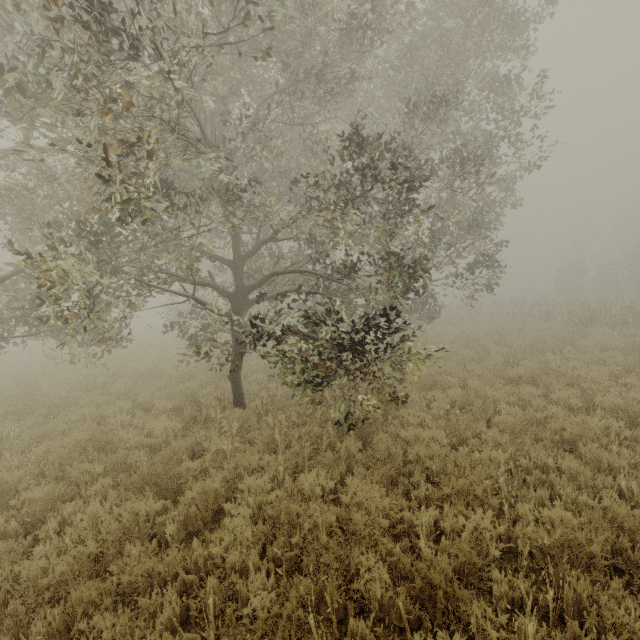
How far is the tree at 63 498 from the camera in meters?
4.8

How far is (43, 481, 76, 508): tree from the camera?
4.8 meters

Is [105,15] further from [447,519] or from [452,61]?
[452,61]
